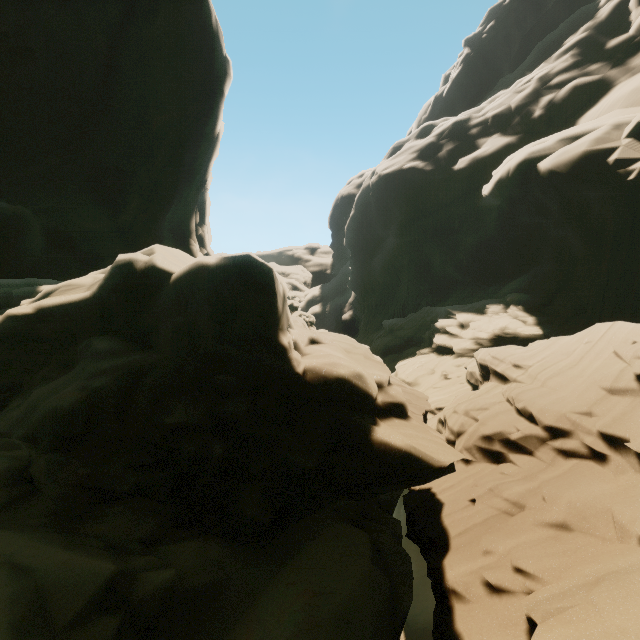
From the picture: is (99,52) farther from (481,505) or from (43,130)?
(481,505)
